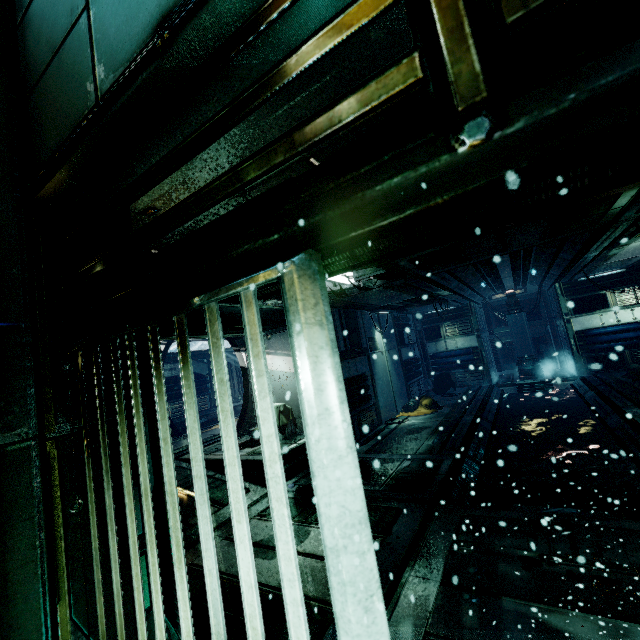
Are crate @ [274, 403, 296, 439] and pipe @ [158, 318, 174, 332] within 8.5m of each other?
yes

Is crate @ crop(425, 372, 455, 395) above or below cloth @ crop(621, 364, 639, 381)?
above

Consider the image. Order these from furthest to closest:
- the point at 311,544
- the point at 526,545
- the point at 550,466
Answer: the point at 550,466
the point at 311,544
the point at 526,545

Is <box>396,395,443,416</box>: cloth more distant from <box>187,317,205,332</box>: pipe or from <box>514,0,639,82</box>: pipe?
<box>514,0,639,82</box>: pipe

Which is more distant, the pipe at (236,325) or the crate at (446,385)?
the crate at (446,385)

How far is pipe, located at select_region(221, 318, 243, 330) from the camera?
7.8m

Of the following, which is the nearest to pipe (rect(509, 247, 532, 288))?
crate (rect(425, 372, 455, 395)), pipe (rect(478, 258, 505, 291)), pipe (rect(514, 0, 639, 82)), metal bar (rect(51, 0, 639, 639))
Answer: pipe (rect(478, 258, 505, 291))

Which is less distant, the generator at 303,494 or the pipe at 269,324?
the generator at 303,494
